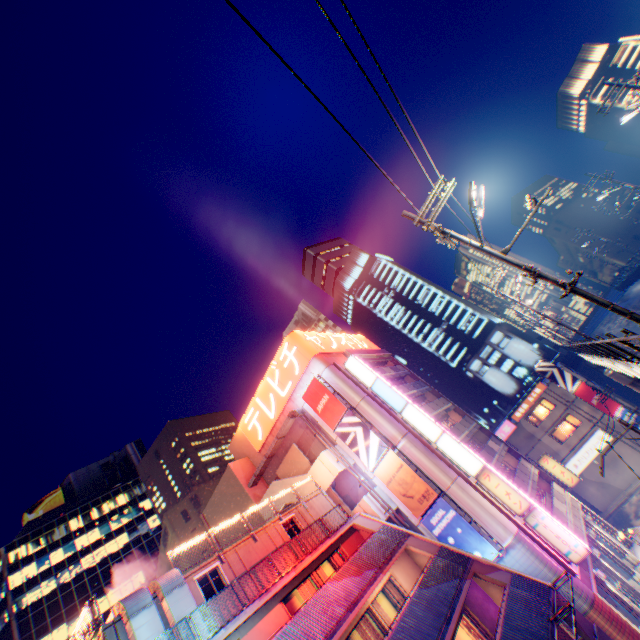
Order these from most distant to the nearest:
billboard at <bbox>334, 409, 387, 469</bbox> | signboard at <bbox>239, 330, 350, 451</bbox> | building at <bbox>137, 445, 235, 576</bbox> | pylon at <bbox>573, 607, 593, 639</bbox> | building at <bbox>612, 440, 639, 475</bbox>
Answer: building at <bbox>137, 445, 235, 576</bbox>, building at <bbox>612, 440, 639, 475</bbox>, signboard at <bbox>239, 330, 350, 451</bbox>, billboard at <bbox>334, 409, 387, 469</bbox>, pylon at <bbox>573, 607, 593, 639</bbox>

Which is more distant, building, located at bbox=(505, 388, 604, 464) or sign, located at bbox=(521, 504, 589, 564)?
building, located at bbox=(505, 388, 604, 464)

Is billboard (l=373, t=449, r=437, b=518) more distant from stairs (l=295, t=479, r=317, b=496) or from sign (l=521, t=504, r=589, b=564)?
sign (l=521, t=504, r=589, b=564)

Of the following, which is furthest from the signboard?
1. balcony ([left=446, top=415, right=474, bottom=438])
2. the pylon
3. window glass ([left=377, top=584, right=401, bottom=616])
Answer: the pylon

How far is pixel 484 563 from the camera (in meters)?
18.20

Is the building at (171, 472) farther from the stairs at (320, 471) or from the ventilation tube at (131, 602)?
the ventilation tube at (131, 602)

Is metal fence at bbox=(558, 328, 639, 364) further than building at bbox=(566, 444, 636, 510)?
No

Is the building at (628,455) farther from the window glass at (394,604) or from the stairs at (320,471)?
the window glass at (394,604)
